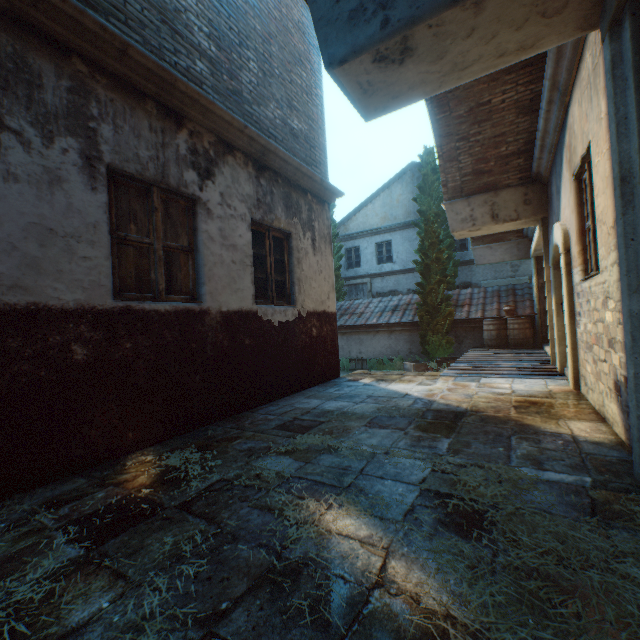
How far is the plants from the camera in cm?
1265

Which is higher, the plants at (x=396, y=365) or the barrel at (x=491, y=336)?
the barrel at (x=491, y=336)

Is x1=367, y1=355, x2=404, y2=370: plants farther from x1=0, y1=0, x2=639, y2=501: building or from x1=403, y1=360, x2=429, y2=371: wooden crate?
x1=0, y1=0, x2=639, y2=501: building

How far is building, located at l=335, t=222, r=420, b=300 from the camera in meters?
18.0

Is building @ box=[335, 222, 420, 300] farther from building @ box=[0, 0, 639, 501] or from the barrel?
the barrel

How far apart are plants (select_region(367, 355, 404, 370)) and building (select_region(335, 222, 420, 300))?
5.6 meters

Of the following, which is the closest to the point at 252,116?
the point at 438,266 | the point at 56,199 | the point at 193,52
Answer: the point at 193,52

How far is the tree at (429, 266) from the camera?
11.5 meters
